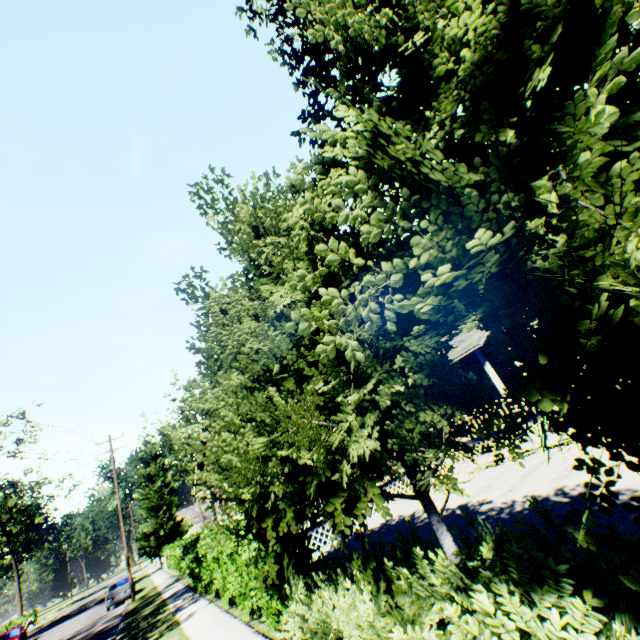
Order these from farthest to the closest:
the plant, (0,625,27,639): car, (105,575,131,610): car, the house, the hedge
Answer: the plant < (0,625,27,639): car < (105,575,131,610): car < the house < the hedge

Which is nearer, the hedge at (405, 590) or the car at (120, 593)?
the hedge at (405, 590)

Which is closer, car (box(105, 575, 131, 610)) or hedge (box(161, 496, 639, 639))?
hedge (box(161, 496, 639, 639))

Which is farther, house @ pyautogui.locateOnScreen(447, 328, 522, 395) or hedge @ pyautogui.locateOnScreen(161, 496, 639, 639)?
house @ pyautogui.locateOnScreen(447, 328, 522, 395)

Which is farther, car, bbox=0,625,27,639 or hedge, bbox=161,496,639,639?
car, bbox=0,625,27,639

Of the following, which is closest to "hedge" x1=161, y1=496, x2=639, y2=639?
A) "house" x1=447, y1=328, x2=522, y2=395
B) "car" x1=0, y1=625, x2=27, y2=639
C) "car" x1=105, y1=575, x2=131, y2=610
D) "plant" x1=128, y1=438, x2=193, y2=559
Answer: "house" x1=447, y1=328, x2=522, y2=395

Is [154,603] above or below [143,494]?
below

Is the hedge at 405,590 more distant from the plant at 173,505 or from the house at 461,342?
the plant at 173,505
